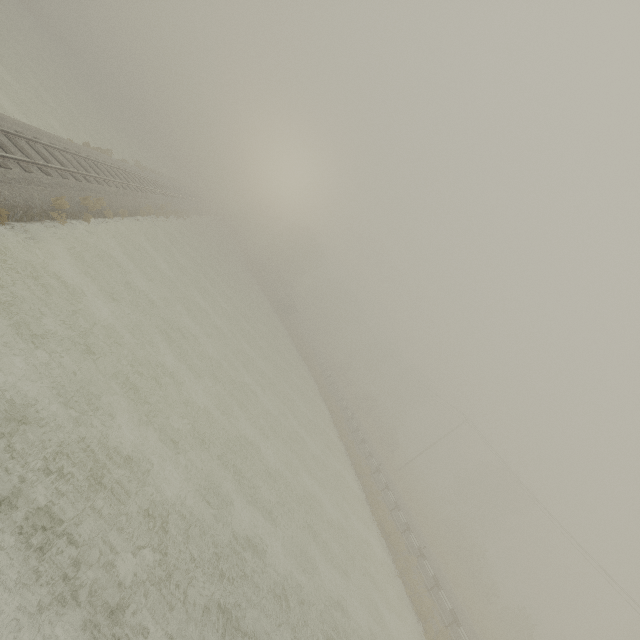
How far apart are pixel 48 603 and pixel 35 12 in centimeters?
7881cm
